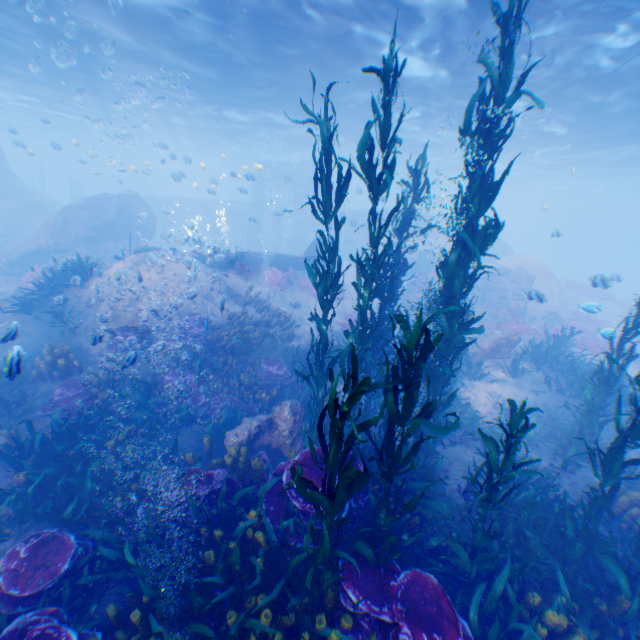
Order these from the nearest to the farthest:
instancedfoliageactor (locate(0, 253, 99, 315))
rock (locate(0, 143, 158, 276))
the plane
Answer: instancedfoliageactor (locate(0, 253, 99, 315)) → the plane → rock (locate(0, 143, 158, 276))

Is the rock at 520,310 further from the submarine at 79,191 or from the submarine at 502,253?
the submarine at 79,191

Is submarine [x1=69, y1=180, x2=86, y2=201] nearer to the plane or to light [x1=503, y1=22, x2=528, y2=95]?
light [x1=503, y1=22, x2=528, y2=95]

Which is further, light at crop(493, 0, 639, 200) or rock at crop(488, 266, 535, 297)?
rock at crop(488, 266, 535, 297)

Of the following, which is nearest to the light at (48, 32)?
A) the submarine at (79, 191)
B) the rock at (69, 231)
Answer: the rock at (69, 231)

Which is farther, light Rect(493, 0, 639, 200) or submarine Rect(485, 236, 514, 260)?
submarine Rect(485, 236, 514, 260)

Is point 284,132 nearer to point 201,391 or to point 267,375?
point 267,375

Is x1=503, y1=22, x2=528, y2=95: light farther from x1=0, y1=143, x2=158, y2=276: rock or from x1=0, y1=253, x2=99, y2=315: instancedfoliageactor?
x1=0, y1=253, x2=99, y2=315: instancedfoliageactor
